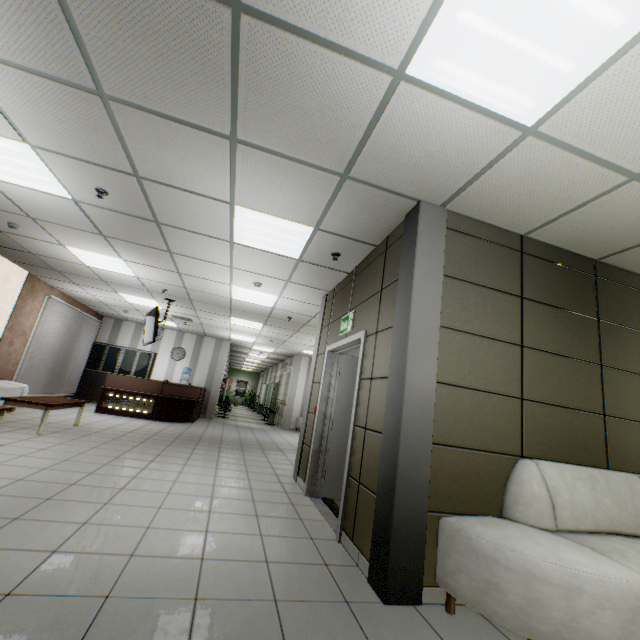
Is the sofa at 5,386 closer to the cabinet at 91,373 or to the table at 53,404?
the table at 53,404

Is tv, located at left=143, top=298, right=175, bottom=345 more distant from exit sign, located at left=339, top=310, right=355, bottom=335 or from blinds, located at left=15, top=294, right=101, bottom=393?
exit sign, located at left=339, top=310, right=355, bottom=335

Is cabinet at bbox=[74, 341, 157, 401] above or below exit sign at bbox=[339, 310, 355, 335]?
below

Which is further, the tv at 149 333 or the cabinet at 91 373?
the cabinet at 91 373

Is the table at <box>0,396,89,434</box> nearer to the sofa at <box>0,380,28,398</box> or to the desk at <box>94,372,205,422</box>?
the sofa at <box>0,380,28,398</box>

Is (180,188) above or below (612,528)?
above

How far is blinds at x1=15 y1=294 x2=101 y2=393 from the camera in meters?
8.8 m

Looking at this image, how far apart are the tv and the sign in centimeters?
203cm
